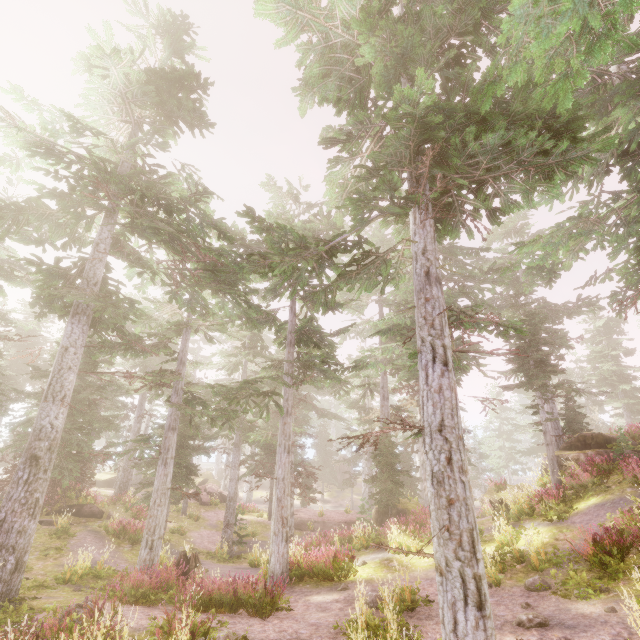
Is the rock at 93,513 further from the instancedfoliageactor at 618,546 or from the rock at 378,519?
the rock at 378,519

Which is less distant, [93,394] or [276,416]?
[93,394]

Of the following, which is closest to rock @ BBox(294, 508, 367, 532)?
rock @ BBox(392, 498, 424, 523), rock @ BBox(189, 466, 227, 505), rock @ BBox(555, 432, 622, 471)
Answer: rock @ BBox(392, 498, 424, 523)

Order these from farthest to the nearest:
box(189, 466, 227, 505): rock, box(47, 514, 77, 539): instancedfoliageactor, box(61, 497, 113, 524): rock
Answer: box(189, 466, 227, 505): rock → box(61, 497, 113, 524): rock → box(47, 514, 77, 539): instancedfoliageactor

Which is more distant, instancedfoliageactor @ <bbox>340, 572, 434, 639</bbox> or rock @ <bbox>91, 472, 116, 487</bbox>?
rock @ <bbox>91, 472, 116, 487</bbox>

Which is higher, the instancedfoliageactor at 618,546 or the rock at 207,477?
the instancedfoliageactor at 618,546

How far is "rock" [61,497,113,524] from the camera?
18.78m

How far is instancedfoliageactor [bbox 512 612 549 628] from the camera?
7.2m
